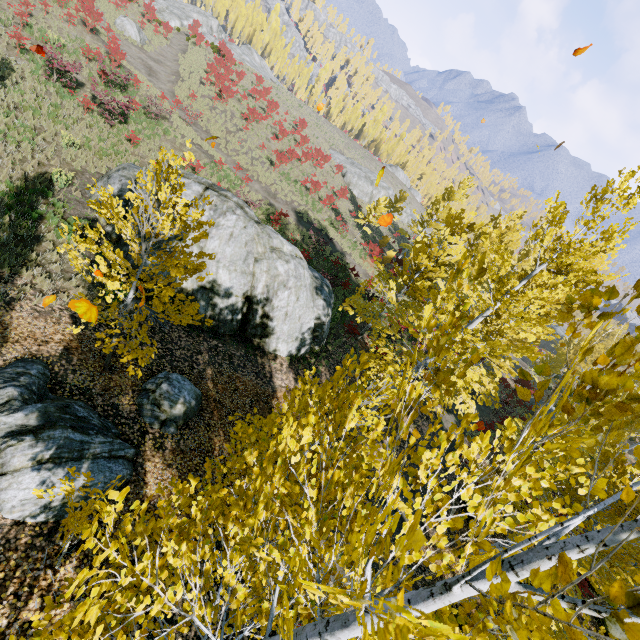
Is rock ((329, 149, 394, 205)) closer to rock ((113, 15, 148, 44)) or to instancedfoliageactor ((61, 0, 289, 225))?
instancedfoliageactor ((61, 0, 289, 225))

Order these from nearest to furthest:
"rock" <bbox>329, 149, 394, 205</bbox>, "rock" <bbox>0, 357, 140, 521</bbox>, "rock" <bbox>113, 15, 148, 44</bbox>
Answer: "rock" <bbox>0, 357, 140, 521</bbox> < "rock" <bbox>113, 15, 148, 44</bbox> < "rock" <bbox>329, 149, 394, 205</bbox>

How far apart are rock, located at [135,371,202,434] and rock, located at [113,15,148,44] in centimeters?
3673cm

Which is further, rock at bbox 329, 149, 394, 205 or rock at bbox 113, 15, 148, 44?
rock at bbox 329, 149, 394, 205

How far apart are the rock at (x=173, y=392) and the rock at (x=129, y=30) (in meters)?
36.73

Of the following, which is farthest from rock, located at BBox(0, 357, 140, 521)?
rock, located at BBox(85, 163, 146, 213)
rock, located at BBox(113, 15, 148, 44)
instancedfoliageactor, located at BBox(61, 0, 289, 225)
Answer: rock, located at BBox(113, 15, 148, 44)

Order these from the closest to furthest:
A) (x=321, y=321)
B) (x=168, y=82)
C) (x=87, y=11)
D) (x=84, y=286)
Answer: (x=84, y=286) → (x=321, y=321) → (x=87, y=11) → (x=168, y=82)

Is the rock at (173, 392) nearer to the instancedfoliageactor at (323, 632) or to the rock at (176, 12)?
the instancedfoliageactor at (323, 632)
